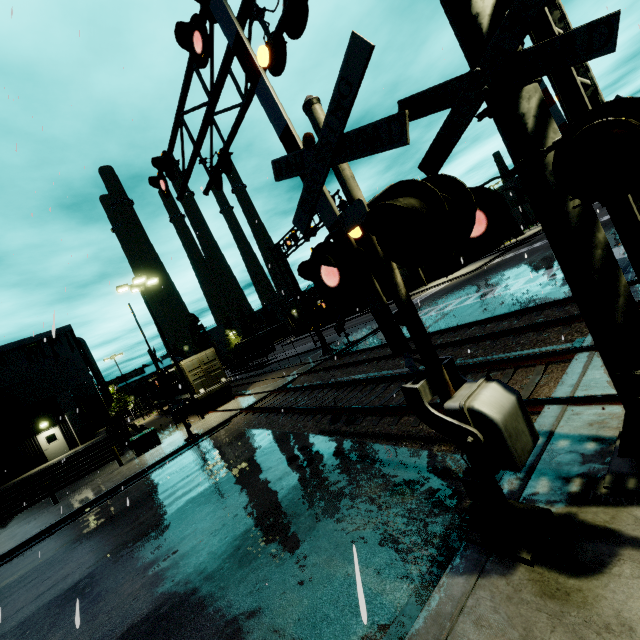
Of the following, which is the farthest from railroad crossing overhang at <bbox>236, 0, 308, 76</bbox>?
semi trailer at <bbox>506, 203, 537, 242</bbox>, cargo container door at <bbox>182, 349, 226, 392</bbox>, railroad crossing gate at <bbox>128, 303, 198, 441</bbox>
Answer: cargo container door at <bbox>182, 349, 226, 392</bbox>

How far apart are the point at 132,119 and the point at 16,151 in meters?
8.4 m

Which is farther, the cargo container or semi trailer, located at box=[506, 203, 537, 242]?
semi trailer, located at box=[506, 203, 537, 242]

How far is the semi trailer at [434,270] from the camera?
49.5 meters

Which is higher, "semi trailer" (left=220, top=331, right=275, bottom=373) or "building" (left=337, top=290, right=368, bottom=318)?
"semi trailer" (left=220, top=331, right=275, bottom=373)

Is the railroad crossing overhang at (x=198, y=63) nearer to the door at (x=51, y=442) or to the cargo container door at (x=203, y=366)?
the door at (x=51, y=442)

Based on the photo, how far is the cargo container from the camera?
25.1 meters

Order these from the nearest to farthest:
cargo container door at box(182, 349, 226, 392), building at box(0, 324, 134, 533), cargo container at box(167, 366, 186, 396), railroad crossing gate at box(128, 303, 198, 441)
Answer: railroad crossing gate at box(128, 303, 198, 441) → building at box(0, 324, 134, 533) → cargo container door at box(182, 349, 226, 392) → cargo container at box(167, 366, 186, 396)
